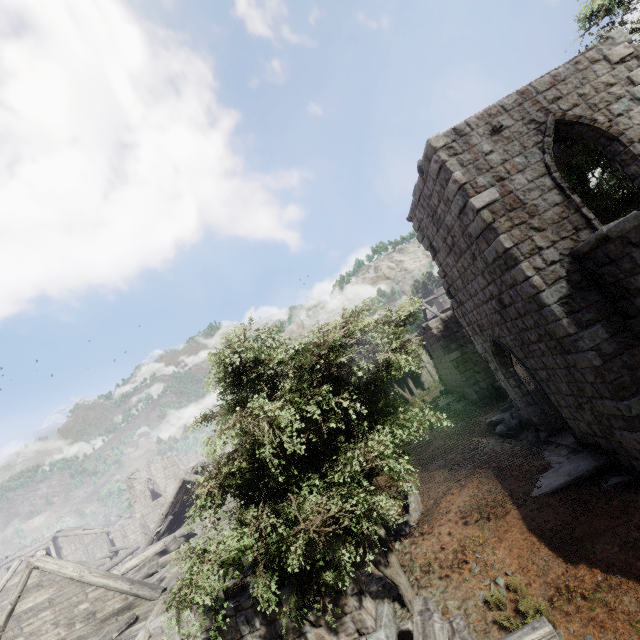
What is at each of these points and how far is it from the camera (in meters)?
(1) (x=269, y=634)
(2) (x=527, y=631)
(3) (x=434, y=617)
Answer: (1) building, 6.31
(2) wooden plank rubble, 4.34
(3) wooden plank rubble, 5.00

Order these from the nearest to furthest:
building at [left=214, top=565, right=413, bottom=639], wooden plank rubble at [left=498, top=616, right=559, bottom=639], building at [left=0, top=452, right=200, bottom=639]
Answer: wooden plank rubble at [left=498, top=616, right=559, bottom=639], building at [left=214, top=565, right=413, bottom=639], building at [left=0, top=452, right=200, bottom=639]

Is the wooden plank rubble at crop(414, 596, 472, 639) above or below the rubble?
above

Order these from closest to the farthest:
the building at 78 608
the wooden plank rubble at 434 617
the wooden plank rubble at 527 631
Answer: the wooden plank rubble at 527 631 → the wooden plank rubble at 434 617 → the building at 78 608

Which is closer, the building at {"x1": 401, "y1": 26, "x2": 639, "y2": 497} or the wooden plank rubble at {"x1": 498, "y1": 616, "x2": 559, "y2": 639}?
the wooden plank rubble at {"x1": 498, "y1": 616, "x2": 559, "y2": 639}

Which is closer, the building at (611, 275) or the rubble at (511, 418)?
the building at (611, 275)

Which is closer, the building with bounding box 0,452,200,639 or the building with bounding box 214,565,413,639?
the building with bounding box 214,565,413,639

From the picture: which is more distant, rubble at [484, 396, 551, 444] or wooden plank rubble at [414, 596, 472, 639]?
rubble at [484, 396, 551, 444]
